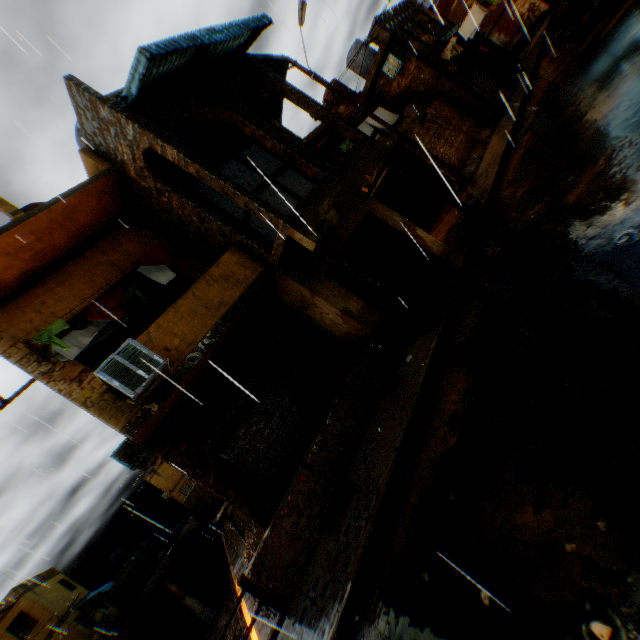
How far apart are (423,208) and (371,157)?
9.3m

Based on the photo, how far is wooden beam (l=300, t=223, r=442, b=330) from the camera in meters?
7.0

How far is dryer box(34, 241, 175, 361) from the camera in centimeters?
664cm

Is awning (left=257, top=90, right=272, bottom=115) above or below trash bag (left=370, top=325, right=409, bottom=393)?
above

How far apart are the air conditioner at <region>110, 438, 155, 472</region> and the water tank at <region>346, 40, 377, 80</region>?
24.58m

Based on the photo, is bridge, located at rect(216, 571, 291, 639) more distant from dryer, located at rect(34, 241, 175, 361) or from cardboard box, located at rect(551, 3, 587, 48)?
cardboard box, located at rect(551, 3, 587, 48)

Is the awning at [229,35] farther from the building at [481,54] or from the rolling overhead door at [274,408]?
the rolling overhead door at [274,408]

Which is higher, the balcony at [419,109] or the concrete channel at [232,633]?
the balcony at [419,109]
